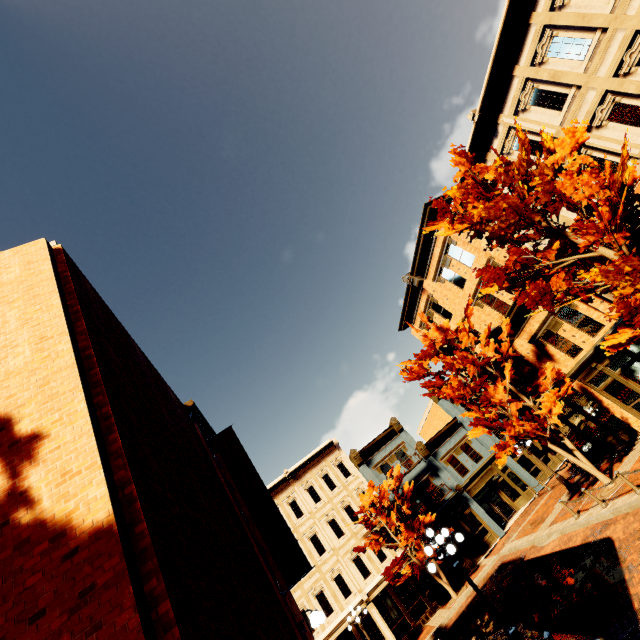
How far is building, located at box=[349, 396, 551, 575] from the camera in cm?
2423

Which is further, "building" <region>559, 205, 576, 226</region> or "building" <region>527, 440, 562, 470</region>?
"building" <region>527, 440, 562, 470</region>

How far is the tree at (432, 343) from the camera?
14.8m

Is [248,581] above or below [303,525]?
below

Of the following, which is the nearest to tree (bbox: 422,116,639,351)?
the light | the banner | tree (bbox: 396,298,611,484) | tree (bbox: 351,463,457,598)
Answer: tree (bbox: 396,298,611,484)

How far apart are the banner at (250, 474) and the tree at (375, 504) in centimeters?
1490cm
